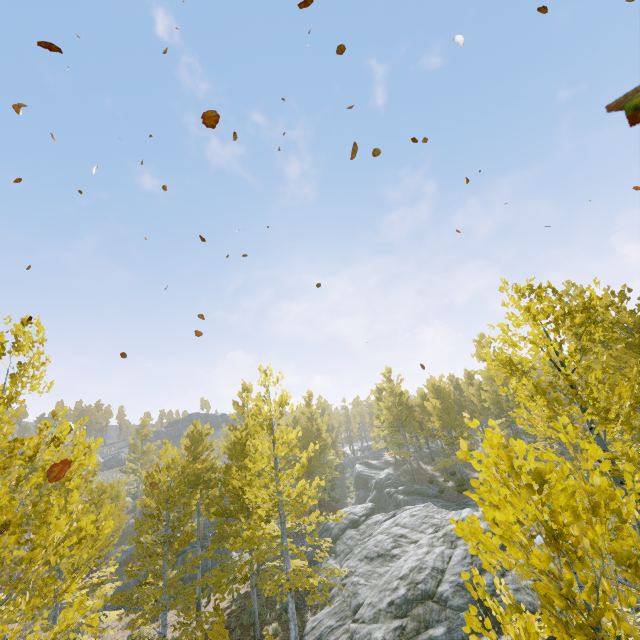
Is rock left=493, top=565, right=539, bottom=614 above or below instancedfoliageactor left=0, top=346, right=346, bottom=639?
below

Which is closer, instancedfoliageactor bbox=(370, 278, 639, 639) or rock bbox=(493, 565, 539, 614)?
instancedfoliageactor bbox=(370, 278, 639, 639)

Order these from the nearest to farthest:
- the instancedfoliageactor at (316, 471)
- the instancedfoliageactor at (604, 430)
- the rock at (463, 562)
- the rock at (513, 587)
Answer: the instancedfoliageactor at (604, 430)
the instancedfoliageactor at (316, 471)
the rock at (513, 587)
the rock at (463, 562)

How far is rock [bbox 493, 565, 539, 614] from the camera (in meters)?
8.94

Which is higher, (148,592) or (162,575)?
A: (162,575)

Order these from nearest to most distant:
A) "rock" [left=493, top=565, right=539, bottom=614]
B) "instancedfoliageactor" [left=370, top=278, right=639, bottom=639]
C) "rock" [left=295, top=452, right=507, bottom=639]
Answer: "instancedfoliageactor" [left=370, top=278, right=639, bottom=639] → "rock" [left=493, top=565, right=539, bottom=614] → "rock" [left=295, top=452, right=507, bottom=639]

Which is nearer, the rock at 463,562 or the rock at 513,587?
the rock at 513,587
